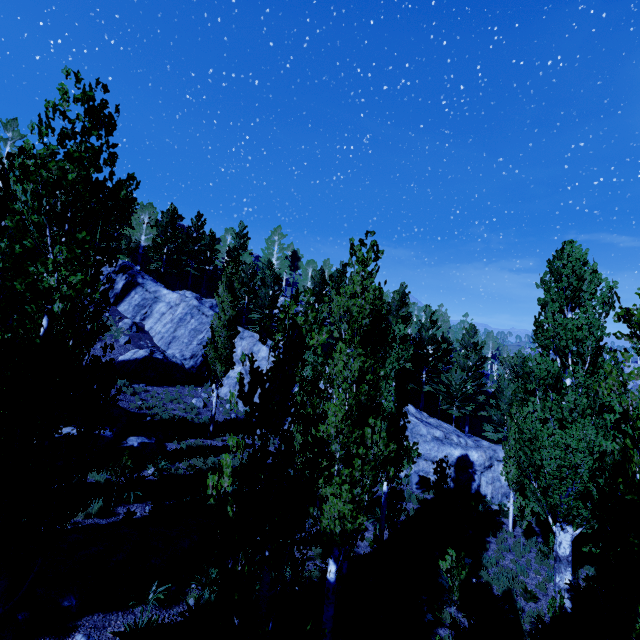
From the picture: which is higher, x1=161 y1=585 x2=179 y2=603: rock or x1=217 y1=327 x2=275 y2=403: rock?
x1=217 y1=327 x2=275 y2=403: rock

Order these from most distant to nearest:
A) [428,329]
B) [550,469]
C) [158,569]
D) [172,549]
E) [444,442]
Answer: [428,329] < [444,442] < [550,469] < [172,549] < [158,569]

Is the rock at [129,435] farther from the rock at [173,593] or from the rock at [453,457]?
the rock at [173,593]

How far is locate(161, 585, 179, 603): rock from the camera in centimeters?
863cm

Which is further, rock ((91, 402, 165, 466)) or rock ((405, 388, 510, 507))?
rock ((405, 388, 510, 507))

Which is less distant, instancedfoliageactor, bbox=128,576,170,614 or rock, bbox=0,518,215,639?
rock, bbox=0,518,215,639

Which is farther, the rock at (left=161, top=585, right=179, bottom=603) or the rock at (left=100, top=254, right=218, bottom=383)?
the rock at (left=100, top=254, right=218, bottom=383)
